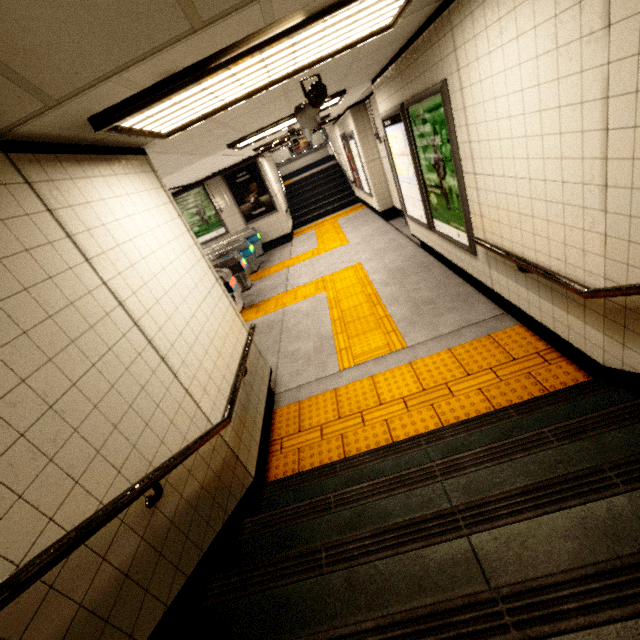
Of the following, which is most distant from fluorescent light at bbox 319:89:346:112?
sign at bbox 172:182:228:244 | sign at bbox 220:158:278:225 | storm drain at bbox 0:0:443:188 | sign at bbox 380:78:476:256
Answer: sign at bbox 172:182:228:244

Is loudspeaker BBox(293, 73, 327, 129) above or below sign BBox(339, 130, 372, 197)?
above

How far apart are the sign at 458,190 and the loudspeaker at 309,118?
1.1m

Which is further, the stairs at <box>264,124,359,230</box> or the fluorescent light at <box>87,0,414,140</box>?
the stairs at <box>264,124,359,230</box>

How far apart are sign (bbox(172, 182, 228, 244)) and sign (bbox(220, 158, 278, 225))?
0.60m

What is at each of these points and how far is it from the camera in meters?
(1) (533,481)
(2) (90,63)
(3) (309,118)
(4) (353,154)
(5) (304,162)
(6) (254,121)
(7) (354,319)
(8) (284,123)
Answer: (1) stairs, 1.7
(2) stairs, 1.3
(3) loudspeaker, 3.3
(4) sign, 9.6
(5) building, 18.0
(6) storm drain, 4.1
(7) groundtactileadastrip, 5.0
(8) fluorescent light, 5.3

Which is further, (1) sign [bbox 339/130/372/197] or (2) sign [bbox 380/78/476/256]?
(1) sign [bbox 339/130/372/197]

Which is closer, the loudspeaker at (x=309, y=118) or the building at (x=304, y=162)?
the loudspeaker at (x=309, y=118)
